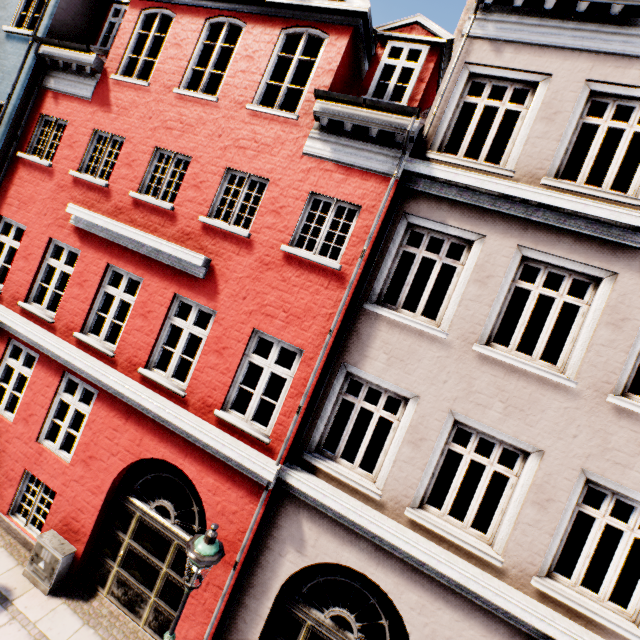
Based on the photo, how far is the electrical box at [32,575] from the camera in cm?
638

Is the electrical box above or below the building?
below

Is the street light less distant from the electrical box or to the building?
the building

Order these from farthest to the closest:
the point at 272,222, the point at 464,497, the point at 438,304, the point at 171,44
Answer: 1. the point at 438,304
2. the point at 464,497
3. the point at 171,44
4. the point at 272,222

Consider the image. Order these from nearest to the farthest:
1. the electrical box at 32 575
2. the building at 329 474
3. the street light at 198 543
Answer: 1. the street light at 198 543
2. the building at 329 474
3. the electrical box at 32 575

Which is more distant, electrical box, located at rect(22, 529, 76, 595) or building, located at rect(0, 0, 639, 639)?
electrical box, located at rect(22, 529, 76, 595)

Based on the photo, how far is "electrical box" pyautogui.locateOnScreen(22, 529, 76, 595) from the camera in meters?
6.4
